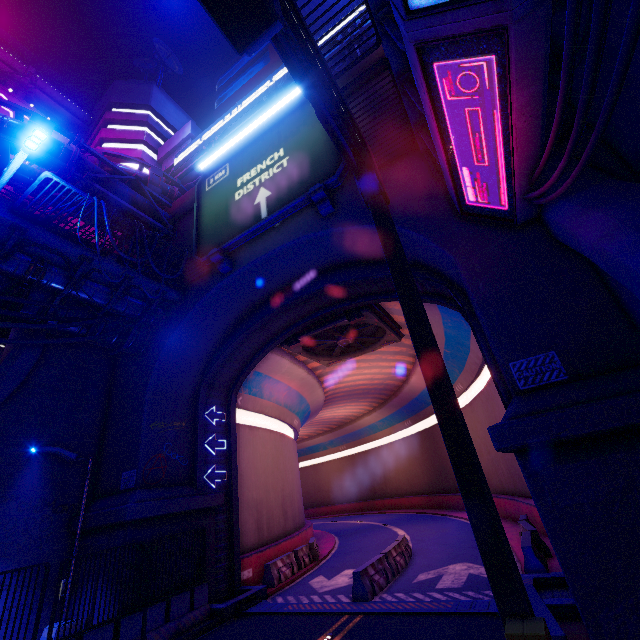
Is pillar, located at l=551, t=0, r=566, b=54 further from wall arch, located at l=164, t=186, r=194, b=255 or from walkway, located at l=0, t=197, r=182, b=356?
walkway, located at l=0, t=197, r=182, b=356

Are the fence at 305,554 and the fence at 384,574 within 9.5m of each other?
yes

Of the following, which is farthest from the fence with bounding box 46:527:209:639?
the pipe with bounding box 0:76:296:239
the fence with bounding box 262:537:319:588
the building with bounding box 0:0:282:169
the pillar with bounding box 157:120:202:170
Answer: the pillar with bounding box 157:120:202:170

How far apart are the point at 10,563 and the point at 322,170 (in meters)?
17.19

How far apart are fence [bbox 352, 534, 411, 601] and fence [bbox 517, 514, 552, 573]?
4.9 meters

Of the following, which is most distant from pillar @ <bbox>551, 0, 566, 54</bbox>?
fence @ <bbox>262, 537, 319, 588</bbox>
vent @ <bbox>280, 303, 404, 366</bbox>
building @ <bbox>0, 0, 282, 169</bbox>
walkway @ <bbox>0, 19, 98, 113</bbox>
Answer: walkway @ <bbox>0, 19, 98, 113</bbox>

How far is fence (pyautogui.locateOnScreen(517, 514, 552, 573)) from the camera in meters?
9.8 m

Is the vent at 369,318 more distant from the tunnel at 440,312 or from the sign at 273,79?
the sign at 273,79
